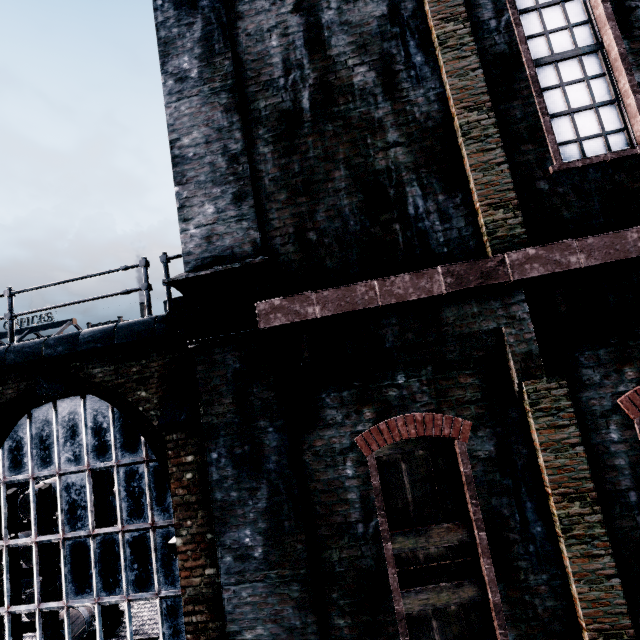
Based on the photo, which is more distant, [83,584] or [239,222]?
[83,584]
